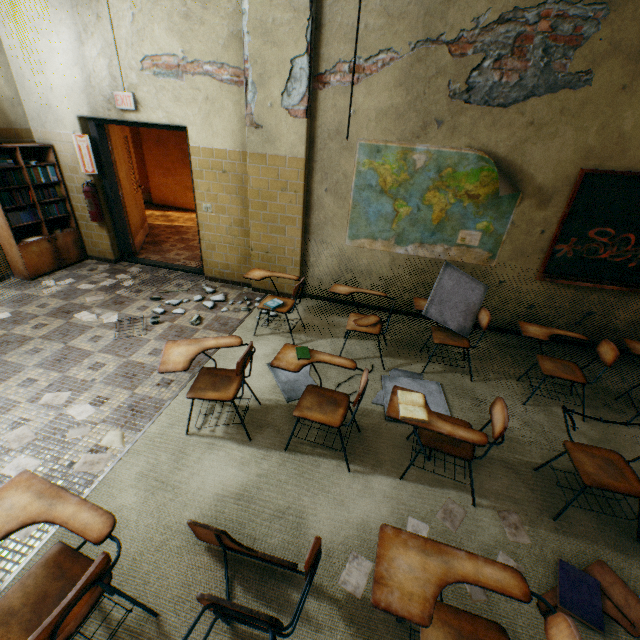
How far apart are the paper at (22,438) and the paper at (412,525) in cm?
297

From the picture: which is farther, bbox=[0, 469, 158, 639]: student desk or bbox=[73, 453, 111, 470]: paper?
bbox=[73, 453, 111, 470]: paper

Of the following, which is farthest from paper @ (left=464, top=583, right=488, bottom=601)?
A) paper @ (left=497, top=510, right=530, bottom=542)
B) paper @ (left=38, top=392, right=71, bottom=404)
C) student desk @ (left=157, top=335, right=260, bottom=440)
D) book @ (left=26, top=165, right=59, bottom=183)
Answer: book @ (left=26, top=165, right=59, bottom=183)

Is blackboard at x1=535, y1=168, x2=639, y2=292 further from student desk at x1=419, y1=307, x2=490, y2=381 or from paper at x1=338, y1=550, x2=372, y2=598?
paper at x1=338, y1=550, x2=372, y2=598

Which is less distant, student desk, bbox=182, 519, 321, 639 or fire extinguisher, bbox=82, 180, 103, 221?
student desk, bbox=182, 519, 321, 639

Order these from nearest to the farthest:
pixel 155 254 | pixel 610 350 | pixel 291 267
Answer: pixel 610 350, pixel 291 267, pixel 155 254

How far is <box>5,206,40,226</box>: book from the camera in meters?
4.5

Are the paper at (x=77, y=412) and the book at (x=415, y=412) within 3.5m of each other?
yes
